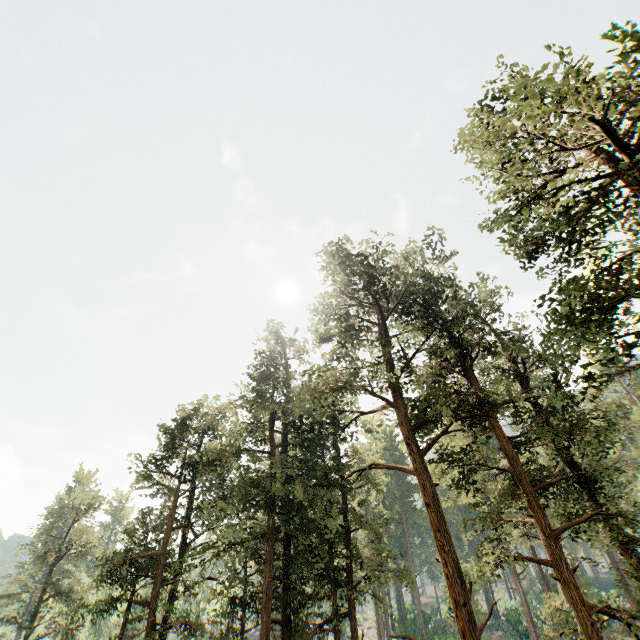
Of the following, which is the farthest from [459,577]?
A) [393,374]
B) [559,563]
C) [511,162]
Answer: [511,162]
